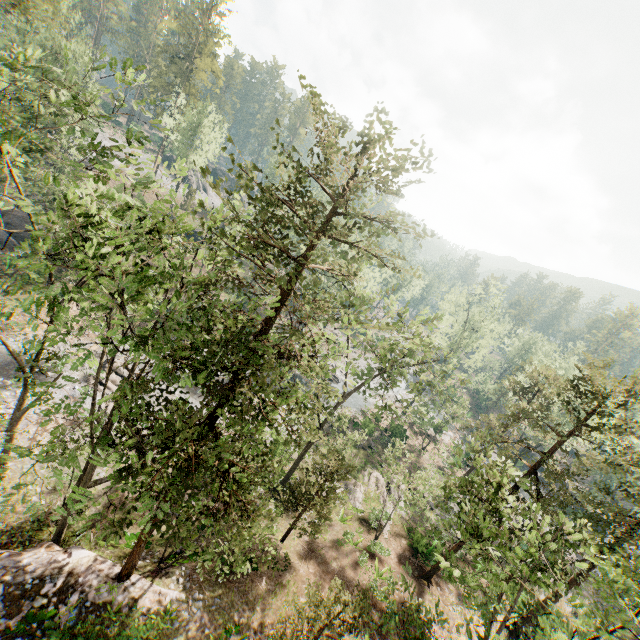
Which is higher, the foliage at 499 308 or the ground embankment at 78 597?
the foliage at 499 308

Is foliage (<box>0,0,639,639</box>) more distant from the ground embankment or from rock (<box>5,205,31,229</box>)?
rock (<box>5,205,31,229</box>)

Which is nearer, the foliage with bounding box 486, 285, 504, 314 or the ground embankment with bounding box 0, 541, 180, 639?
the ground embankment with bounding box 0, 541, 180, 639

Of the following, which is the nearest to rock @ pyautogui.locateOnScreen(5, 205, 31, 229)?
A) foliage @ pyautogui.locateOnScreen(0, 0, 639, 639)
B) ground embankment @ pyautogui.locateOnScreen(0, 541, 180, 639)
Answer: foliage @ pyautogui.locateOnScreen(0, 0, 639, 639)

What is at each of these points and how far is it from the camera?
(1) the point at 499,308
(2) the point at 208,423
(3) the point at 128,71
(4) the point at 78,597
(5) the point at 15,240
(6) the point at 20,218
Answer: (1) foliage, 43.7m
(2) foliage, 11.7m
(3) foliage, 9.3m
(4) ground embankment, 13.4m
(5) rock, 33.1m
(6) rock, 33.1m

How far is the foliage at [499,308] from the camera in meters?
40.7 m
